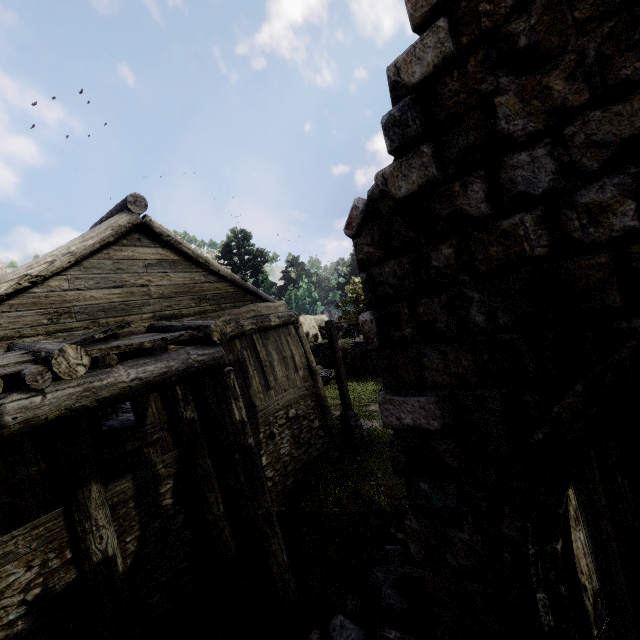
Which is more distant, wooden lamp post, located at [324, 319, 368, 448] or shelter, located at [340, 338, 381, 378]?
shelter, located at [340, 338, 381, 378]

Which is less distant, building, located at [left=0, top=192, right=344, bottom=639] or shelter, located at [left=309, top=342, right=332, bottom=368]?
building, located at [left=0, top=192, right=344, bottom=639]

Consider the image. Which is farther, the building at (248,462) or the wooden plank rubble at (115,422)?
the wooden plank rubble at (115,422)

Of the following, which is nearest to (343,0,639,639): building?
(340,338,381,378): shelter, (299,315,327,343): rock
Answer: (340,338,381,378): shelter

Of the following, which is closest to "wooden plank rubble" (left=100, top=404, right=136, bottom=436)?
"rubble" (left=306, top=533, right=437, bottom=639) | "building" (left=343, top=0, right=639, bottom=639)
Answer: "building" (left=343, top=0, right=639, bottom=639)

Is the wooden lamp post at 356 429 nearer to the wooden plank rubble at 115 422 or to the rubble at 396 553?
the rubble at 396 553

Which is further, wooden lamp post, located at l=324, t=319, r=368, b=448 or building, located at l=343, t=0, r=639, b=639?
wooden lamp post, located at l=324, t=319, r=368, b=448

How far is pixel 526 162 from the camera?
2.2 meters
